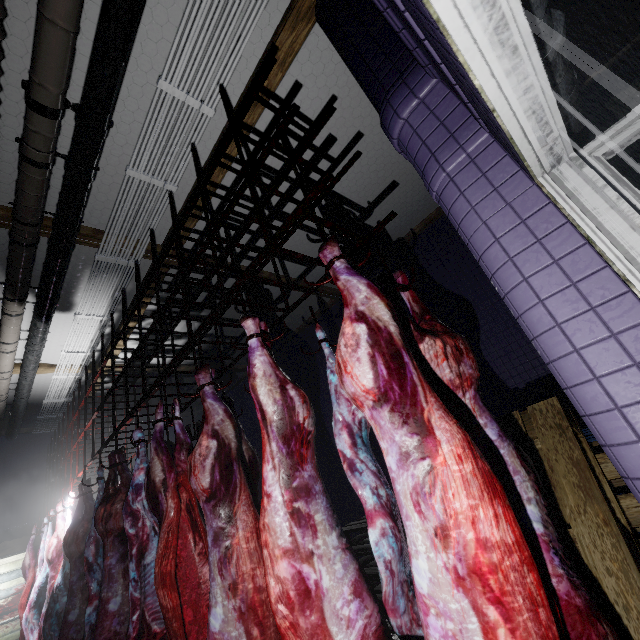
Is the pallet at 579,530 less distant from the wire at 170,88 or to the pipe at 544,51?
the pipe at 544,51

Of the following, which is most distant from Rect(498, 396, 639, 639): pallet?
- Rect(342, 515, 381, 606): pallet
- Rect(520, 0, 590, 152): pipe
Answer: Rect(520, 0, 590, 152): pipe

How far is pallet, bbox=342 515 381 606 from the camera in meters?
3.1 m

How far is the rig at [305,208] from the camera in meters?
1.8

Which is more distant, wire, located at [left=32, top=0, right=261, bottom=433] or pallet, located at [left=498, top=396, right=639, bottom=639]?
wire, located at [left=32, top=0, right=261, bottom=433]

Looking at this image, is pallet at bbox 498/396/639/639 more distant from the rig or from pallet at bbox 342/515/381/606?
the rig

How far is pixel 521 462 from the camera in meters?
1.3

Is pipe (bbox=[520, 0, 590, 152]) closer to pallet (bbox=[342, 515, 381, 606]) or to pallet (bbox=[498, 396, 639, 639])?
pallet (bbox=[498, 396, 639, 639])
